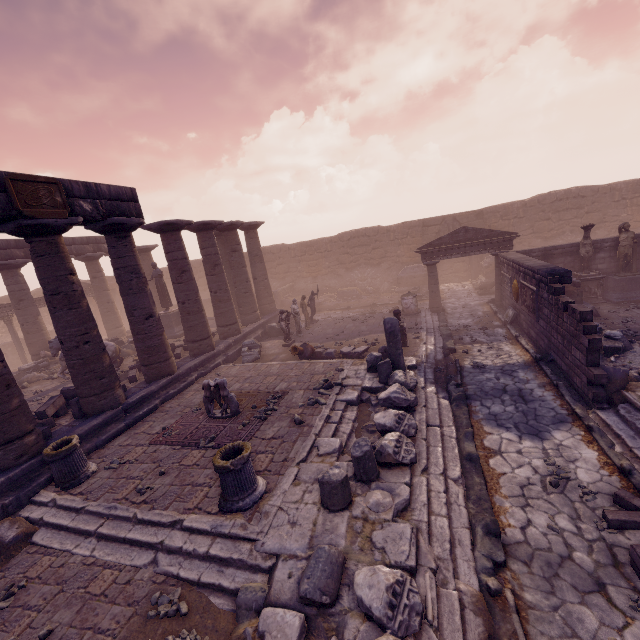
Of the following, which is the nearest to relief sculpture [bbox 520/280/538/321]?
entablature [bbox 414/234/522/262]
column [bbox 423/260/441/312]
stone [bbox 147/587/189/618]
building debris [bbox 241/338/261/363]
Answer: entablature [bbox 414/234/522/262]

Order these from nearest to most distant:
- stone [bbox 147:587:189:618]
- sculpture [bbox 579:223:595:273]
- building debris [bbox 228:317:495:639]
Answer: building debris [bbox 228:317:495:639], stone [bbox 147:587:189:618], sculpture [bbox 579:223:595:273]

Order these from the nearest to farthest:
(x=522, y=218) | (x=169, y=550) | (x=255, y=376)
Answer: (x=169, y=550), (x=255, y=376), (x=522, y=218)

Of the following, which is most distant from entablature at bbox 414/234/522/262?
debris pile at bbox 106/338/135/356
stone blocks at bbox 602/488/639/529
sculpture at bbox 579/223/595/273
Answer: debris pile at bbox 106/338/135/356

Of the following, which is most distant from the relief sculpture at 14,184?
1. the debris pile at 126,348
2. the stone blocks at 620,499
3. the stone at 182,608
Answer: the stone blocks at 620,499

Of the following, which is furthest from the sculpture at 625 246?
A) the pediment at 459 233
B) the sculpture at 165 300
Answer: the sculpture at 165 300

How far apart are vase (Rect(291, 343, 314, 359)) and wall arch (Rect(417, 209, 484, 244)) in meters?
14.7 m

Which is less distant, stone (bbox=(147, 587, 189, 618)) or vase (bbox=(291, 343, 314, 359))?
stone (bbox=(147, 587, 189, 618))
